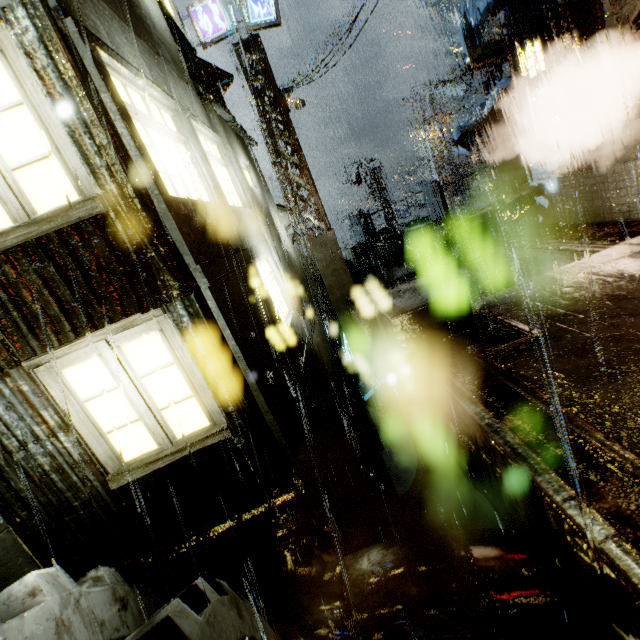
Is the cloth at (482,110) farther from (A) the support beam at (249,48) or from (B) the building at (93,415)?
(A) the support beam at (249,48)

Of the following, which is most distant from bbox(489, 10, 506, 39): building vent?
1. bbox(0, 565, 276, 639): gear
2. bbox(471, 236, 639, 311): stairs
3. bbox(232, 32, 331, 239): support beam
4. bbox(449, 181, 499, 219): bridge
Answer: bbox(0, 565, 276, 639): gear

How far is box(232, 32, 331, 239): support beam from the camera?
11.30m

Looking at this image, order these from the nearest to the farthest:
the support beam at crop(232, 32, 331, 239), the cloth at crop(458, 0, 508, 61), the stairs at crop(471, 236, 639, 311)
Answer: the stairs at crop(471, 236, 639, 311) → the cloth at crop(458, 0, 508, 61) → the support beam at crop(232, 32, 331, 239)

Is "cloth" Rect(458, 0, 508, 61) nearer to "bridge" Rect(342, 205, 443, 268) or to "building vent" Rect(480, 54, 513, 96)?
"building vent" Rect(480, 54, 513, 96)

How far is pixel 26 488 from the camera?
4.09m

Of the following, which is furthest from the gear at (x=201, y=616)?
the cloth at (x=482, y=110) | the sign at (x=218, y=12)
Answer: the cloth at (x=482, y=110)

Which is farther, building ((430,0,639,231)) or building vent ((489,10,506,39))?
building vent ((489,10,506,39))
